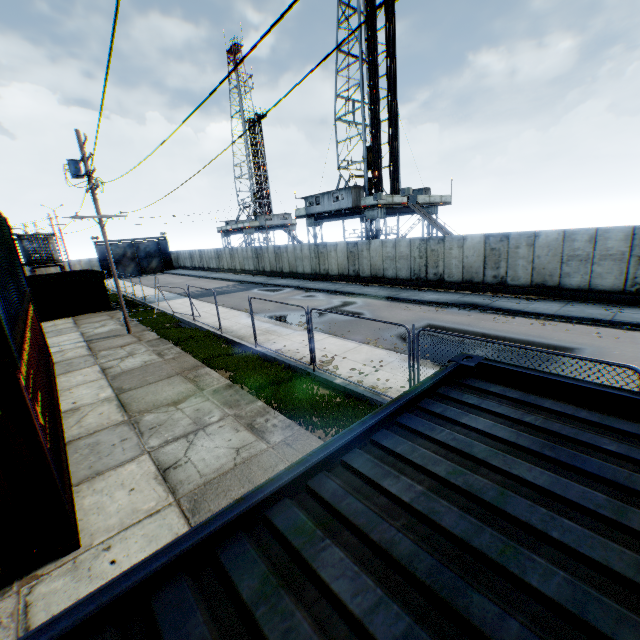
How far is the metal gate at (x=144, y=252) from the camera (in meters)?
53.53

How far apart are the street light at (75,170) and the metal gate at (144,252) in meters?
42.5

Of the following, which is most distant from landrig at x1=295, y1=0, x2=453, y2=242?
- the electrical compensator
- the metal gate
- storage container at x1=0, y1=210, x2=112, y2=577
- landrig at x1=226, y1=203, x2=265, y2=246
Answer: the metal gate

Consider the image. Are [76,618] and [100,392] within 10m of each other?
no

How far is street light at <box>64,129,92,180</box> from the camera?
14.5m

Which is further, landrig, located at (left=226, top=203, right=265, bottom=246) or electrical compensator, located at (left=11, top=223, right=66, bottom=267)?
landrig, located at (left=226, top=203, right=265, bottom=246)

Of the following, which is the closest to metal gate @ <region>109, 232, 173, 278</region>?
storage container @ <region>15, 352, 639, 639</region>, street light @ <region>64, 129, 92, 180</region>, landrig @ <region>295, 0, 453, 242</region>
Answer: landrig @ <region>295, 0, 453, 242</region>

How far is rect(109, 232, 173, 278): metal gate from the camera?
53.5m
